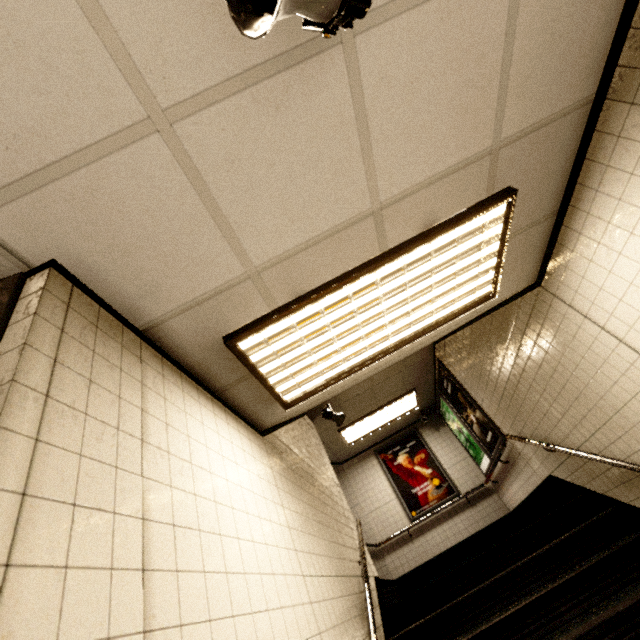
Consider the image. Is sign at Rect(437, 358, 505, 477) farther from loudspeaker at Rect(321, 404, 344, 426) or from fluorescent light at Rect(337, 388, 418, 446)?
loudspeaker at Rect(321, 404, 344, 426)

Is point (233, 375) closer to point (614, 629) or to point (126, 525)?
point (126, 525)

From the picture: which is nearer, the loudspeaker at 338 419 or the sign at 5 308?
the sign at 5 308

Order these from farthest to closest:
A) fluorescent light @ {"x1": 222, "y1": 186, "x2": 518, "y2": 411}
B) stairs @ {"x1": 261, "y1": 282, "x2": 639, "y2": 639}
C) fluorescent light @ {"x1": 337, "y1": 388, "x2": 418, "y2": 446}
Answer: fluorescent light @ {"x1": 337, "y1": 388, "x2": 418, "y2": 446} < stairs @ {"x1": 261, "y1": 282, "x2": 639, "y2": 639} < fluorescent light @ {"x1": 222, "y1": 186, "x2": 518, "y2": 411}

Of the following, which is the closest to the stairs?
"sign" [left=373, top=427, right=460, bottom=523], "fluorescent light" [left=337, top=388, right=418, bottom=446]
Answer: "fluorescent light" [left=337, top=388, right=418, bottom=446]

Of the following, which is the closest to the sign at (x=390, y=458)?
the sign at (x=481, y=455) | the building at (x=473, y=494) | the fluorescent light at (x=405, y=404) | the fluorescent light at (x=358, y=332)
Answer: the building at (x=473, y=494)

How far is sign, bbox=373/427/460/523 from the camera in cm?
739

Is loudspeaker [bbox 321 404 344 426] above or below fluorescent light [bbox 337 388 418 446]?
below
